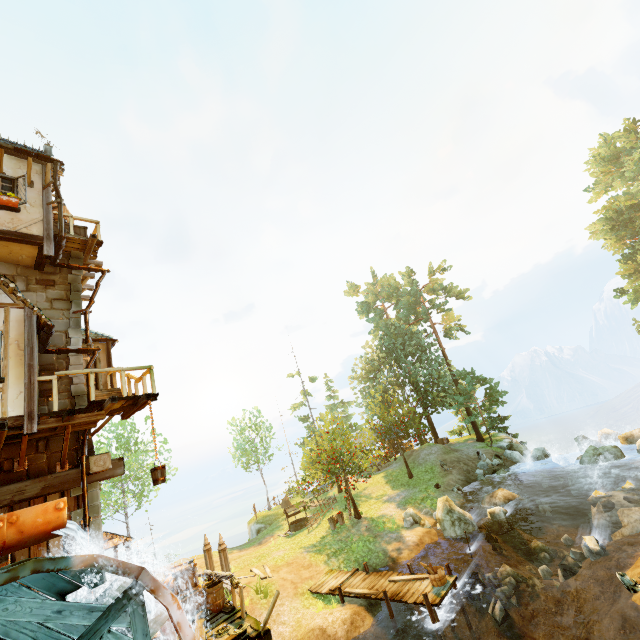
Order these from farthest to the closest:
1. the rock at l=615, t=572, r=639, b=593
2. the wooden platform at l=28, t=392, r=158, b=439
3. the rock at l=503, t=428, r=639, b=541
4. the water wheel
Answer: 1. the rock at l=503, t=428, r=639, b=541
2. the rock at l=615, t=572, r=639, b=593
3. the wooden platform at l=28, t=392, r=158, b=439
4. the water wheel

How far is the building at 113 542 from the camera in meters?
12.8 m

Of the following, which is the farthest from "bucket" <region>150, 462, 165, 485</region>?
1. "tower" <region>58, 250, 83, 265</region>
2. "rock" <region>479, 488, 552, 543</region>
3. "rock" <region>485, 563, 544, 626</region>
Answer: "rock" <region>479, 488, 552, 543</region>

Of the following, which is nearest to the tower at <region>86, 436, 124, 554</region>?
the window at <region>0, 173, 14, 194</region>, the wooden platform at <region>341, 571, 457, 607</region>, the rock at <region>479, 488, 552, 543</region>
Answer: the window at <region>0, 173, 14, 194</region>

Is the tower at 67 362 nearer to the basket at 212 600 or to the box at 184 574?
the box at 184 574

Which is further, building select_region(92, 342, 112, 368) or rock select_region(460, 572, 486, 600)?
building select_region(92, 342, 112, 368)

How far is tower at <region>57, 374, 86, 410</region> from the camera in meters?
9.9 m

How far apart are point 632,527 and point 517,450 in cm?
1706
